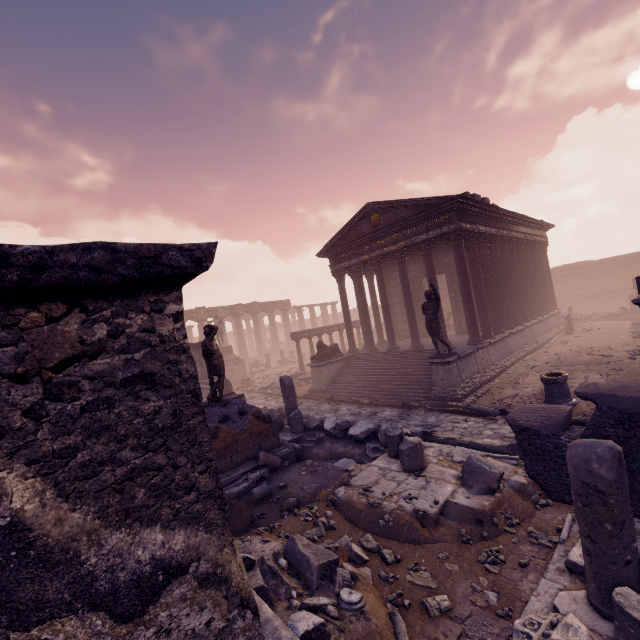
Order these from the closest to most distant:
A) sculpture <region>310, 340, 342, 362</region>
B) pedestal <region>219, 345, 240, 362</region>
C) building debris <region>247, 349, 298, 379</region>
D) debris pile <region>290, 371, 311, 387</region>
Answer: sculpture <region>310, 340, 342, 362</region>, debris pile <region>290, 371, 311, 387</region>, pedestal <region>219, 345, 240, 362</region>, building debris <region>247, 349, 298, 379</region>

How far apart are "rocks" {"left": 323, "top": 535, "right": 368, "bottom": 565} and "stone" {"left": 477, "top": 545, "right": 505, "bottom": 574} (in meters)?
1.18

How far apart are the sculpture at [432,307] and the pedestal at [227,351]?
18.18m

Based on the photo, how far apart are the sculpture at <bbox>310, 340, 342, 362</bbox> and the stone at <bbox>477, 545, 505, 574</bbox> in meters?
12.5 m

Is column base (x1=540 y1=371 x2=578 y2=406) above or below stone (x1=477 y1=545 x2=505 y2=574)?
above

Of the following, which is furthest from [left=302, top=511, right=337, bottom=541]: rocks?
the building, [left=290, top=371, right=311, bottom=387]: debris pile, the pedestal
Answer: the pedestal

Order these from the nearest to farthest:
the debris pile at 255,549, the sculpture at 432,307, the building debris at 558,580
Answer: the building debris at 558,580 → the debris pile at 255,549 → the sculpture at 432,307

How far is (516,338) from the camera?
16.56m
